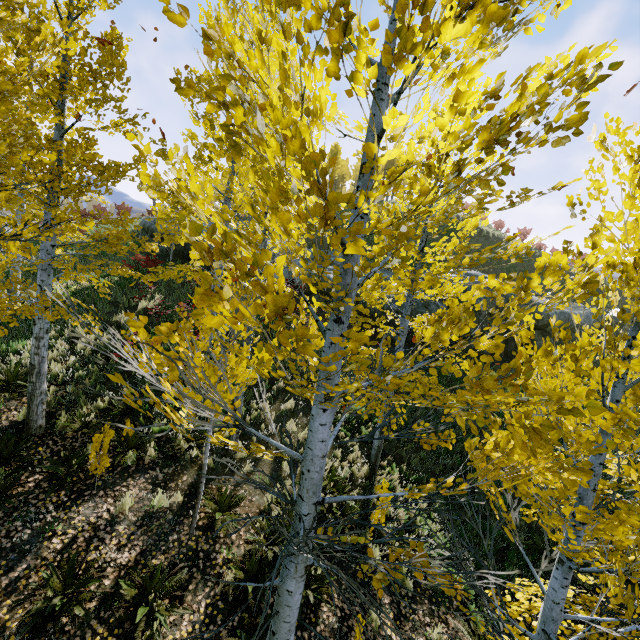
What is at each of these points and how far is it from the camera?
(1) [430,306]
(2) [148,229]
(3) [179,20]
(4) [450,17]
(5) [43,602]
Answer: (1) rock, 15.7m
(2) rock, 22.0m
(3) instancedfoliageactor, 1.2m
(4) instancedfoliageactor, 1.5m
(5) instancedfoliageactor, 4.3m

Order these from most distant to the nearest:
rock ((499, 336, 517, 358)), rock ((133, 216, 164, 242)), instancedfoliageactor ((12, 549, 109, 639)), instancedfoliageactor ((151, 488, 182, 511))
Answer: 1. rock ((133, 216, 164, 242))
2. rock ((499, 336, 517, 358))
3. instancedfoliageactor ((151, 488, 182, 511))
4. instancedfoliageactor ((12, 549, 109, 639))

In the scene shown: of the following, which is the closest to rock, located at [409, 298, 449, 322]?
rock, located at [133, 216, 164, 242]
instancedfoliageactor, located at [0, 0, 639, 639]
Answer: rock, located at [133, 216, 164, 242]

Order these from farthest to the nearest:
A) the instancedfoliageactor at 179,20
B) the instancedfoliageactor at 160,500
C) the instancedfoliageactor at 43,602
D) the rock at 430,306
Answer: the rock at 430,306 < the instancedfoliageactor at 160,500 < the instancedfoliageactor at 43,602 < the instancedfoliageactor at 179,20

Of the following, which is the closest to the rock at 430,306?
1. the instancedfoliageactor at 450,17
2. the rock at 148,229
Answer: the rock at 148,229
